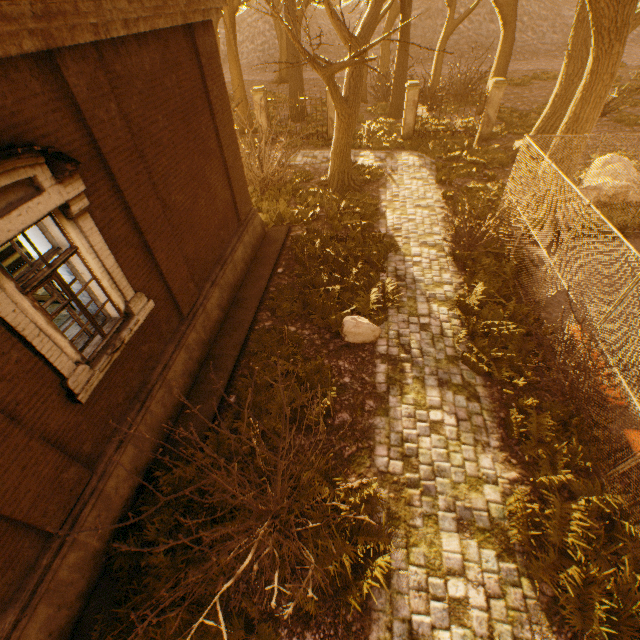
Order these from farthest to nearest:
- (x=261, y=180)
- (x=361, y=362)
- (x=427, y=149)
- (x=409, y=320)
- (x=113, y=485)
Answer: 1. (x=427, y=149)
2. (x=261, y=180)
3. (x=409, y=320)
4. (x=361, y=362)
5. (x=113, y=485)

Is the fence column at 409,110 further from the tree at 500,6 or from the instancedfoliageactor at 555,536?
the instancedfoliageactor at 555,536

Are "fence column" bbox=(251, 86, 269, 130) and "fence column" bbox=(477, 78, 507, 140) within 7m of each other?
no

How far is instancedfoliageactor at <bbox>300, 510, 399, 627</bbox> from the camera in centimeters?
432cm

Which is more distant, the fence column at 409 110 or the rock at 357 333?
the fence column at 409 110

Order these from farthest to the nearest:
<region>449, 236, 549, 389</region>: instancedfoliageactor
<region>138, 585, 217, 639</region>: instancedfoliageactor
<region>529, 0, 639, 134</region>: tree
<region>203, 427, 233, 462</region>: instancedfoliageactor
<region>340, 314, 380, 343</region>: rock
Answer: <region>529, 0, 639, 134</region>: tree, <region>340, 314, 380, 343</region>: rock, <region>449, 236, 549, 389</region>: instancedfoliageactor, <region>203, 427, 233, 462</region>: instancedfoliageactor, <region>138, 585, 217, 639</region>: instancedfoliageactor

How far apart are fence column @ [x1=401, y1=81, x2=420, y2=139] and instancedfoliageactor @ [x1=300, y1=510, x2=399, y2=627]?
17.87m

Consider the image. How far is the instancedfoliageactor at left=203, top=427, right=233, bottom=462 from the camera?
5.8 meters
